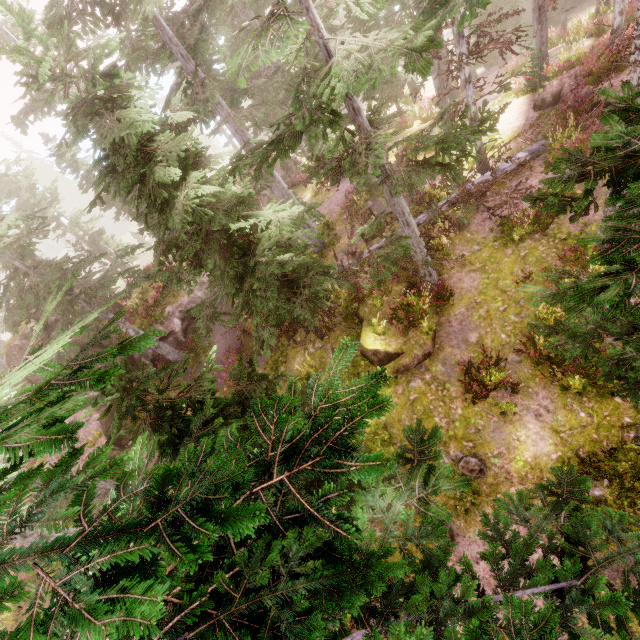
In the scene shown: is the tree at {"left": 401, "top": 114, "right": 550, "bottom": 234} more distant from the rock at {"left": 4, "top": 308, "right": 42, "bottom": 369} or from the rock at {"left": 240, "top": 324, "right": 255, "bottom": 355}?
the rock at {"left": 4, "top": 308, "right": 42, "bottom": 369}

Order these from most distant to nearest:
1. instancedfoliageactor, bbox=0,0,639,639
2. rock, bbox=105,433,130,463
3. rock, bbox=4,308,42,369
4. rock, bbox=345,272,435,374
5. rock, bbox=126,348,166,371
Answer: rock, bbox=126,348,166,371 → rock, bbox=4,308,42,369 → rock, bbox=105,433,130,463 → rock, bbox=345,272,435,374 → instancedfoliageactor, bbox=0,0,639,639

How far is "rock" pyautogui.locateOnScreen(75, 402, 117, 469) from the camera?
16.0m

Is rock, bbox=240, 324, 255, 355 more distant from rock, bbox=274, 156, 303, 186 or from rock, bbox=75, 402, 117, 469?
rock, bbox=274, 156, 303, 186

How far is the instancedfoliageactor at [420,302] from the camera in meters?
12.1

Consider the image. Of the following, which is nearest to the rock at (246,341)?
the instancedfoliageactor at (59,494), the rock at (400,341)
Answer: the instancedfoliageactor at (59,494)

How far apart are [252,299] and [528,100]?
18.53m
